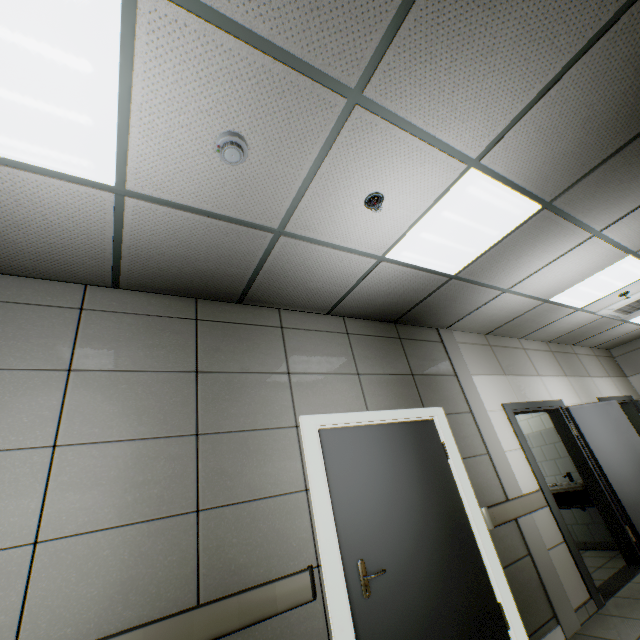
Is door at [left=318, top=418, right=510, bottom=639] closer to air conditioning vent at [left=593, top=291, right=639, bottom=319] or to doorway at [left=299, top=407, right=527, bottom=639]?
doorway at [left=299, top=407, right=527, bottom=639]

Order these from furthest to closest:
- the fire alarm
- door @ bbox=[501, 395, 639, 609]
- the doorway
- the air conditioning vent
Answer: the air conditioning vent → door @ bbox=[501, 395, 639, 609] → the doorway → the fire alarm

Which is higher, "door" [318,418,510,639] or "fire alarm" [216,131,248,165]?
A: "fire alarm" [216,131,248,165]

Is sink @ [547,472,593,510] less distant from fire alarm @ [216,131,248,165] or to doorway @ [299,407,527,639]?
doorway @ [299,407,527,639]

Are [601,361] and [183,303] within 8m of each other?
no

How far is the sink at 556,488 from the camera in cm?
491

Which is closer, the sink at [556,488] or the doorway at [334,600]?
the doorway at [334,600]

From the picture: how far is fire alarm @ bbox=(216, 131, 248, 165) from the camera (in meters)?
1.67
